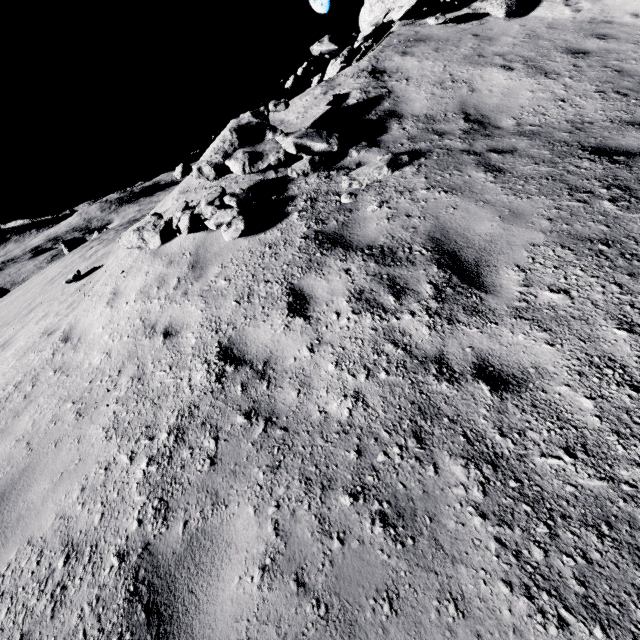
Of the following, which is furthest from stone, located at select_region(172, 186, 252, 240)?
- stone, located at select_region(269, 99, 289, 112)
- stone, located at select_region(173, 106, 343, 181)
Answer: stone, located at select_region(269, 99, 289, 112)

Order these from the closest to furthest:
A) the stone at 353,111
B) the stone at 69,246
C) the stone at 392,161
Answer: the stone at 392,161, the stone at 353,111, the stone at 69,246

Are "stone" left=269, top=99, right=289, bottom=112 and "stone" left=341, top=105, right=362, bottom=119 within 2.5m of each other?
yes

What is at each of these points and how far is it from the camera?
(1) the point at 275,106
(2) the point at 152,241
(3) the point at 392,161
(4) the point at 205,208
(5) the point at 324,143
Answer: (1) stone, 7.6m
(2) stone, 6.5m
(3) stone, 5.5m
(4) stone, 6.0m
(5) stone, 6.3m

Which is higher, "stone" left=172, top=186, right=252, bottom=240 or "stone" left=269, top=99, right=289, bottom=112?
"stone" left=269, top=99, right=289, bottom=112

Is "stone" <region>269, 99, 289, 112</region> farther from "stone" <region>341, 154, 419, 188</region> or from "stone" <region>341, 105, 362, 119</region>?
"stone" <region>341, 154, 419, 188</region>

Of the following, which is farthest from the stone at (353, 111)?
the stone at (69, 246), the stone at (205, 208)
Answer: the stone at (69, 246)

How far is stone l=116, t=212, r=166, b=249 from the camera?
6.4 meters
